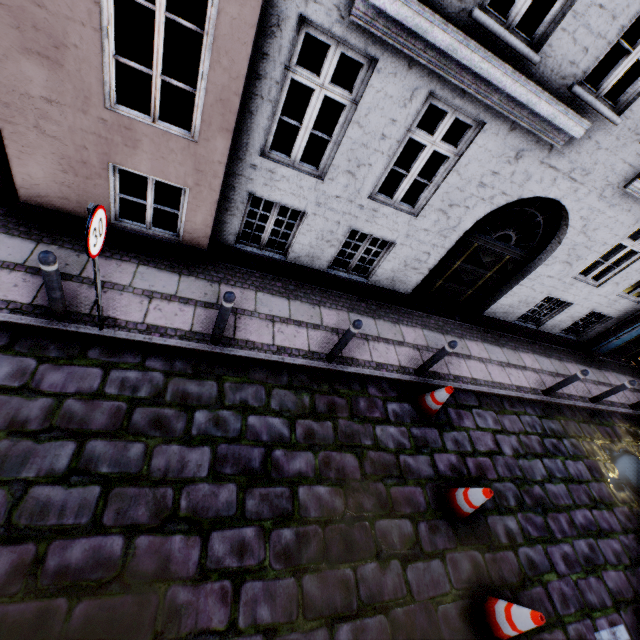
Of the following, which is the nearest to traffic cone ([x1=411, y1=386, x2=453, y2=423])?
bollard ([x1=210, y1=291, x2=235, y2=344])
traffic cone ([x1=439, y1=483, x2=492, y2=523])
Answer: traffic cone ([x1=439, y1=483, x2=492, y2=523])

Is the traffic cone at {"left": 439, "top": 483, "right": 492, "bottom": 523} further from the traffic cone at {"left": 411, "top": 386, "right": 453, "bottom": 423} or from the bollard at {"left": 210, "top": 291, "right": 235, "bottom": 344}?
the bollard at {"left": 210, "top": 291, "right": 235, "bottom": 344}

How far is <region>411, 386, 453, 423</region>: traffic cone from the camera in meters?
5.8

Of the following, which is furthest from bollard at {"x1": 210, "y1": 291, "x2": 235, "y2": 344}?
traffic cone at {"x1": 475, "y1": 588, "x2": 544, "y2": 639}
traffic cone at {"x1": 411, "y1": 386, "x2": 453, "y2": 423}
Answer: traffic cone at {"x1": 475, "y1": 588, "x2": 544, "y2": 639}

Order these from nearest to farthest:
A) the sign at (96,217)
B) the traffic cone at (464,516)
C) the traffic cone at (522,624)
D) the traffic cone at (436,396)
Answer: the sign at (96,217) → the traffic cone at (522,624) → the traffic cone at (464,516) → the traffic cone at (436,396)

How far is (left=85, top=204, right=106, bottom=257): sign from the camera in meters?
3.0 m

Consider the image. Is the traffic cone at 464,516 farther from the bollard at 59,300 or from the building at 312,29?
the bollard at 59,300

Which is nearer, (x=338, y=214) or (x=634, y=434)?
(x=338, y=214)
